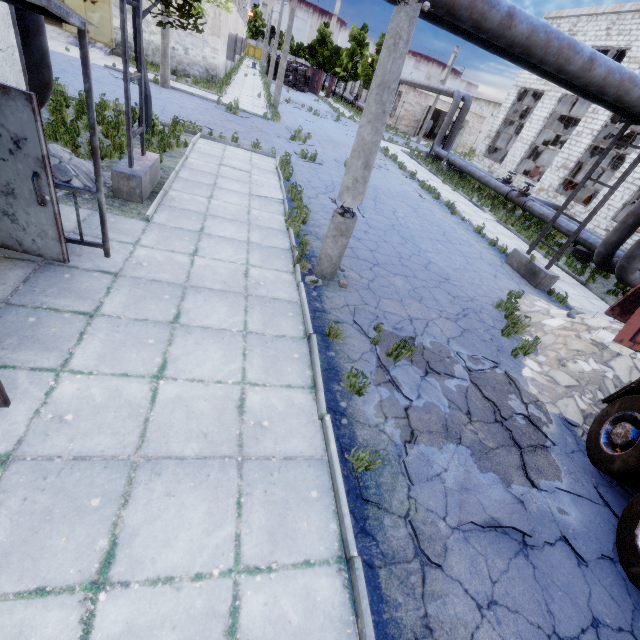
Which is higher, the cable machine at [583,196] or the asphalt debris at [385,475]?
the cable machine at [583,196]

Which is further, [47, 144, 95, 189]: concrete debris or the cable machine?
the cable machine

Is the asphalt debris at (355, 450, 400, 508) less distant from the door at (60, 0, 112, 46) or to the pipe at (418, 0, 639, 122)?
the pipe at (418, 0, 639, 122)

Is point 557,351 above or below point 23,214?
below

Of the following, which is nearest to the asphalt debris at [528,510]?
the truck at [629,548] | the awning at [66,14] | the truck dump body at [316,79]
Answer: the truck at [629,548]

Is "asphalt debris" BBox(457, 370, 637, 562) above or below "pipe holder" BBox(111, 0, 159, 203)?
below

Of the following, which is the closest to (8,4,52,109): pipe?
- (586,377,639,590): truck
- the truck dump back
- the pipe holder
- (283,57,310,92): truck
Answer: the pipe holder

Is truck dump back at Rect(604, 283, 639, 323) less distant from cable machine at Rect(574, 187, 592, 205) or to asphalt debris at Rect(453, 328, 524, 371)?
asphalt debris at Rect(453, 328, 524, 371)
